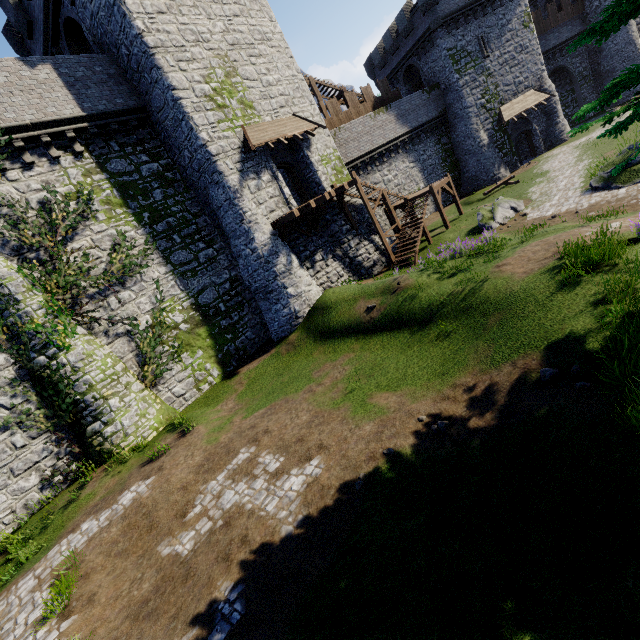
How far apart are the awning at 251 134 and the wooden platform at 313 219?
3.1 meters

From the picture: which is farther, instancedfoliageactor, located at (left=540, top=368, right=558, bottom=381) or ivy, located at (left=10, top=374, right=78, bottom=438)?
ivy, located at (left=10, top=374, right=78, bottom=438)

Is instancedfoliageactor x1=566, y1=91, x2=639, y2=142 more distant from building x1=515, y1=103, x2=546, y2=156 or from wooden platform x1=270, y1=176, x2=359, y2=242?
building x1=515, y1=103, x2=546, y2=156

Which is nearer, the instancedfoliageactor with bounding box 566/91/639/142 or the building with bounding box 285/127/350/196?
the instancedfoliageactor with bounding box 566/91/639/142

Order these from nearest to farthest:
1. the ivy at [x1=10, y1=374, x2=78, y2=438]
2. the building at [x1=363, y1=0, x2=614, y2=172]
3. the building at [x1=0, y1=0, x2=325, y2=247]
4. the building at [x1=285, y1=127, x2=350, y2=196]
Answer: the ivy at [x1=10, y1=374, x2=78, y2=438] → the building at [x1=0, y1=0, x2=325, y2=247] → the building at [x1=285, y1=127, x2=350, y2=196] → the building at [x1=363, y1=0, x2=614, y2=172]

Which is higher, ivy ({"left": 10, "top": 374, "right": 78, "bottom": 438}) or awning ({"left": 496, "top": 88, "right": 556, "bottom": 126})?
awning ({"left": 496, "top": 88, "right": 556, "bottom": 126})

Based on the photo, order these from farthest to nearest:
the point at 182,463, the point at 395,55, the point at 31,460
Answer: the point at 395,55, the point at 31,460, the point at 182,463

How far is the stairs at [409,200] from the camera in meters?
20.4 m
